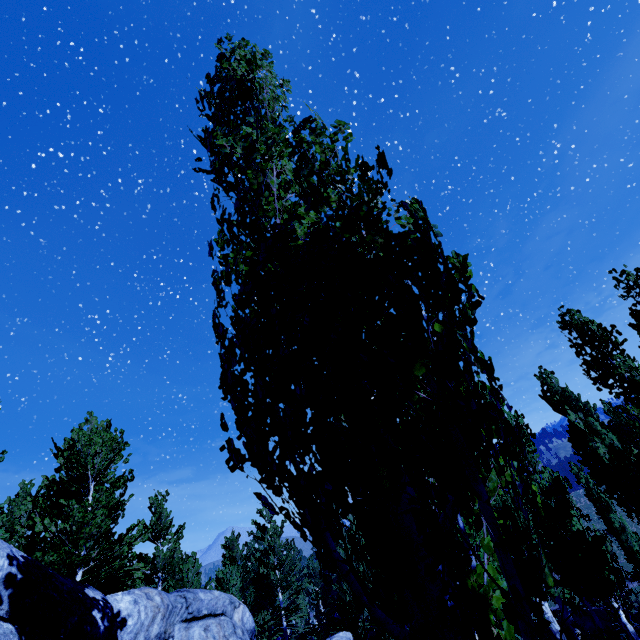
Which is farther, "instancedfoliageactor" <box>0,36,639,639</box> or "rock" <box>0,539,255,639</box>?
"rock" <box>0,539,255,639</box>

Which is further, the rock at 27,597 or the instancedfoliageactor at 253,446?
the rock at 27,597

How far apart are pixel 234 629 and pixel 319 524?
6.95m
